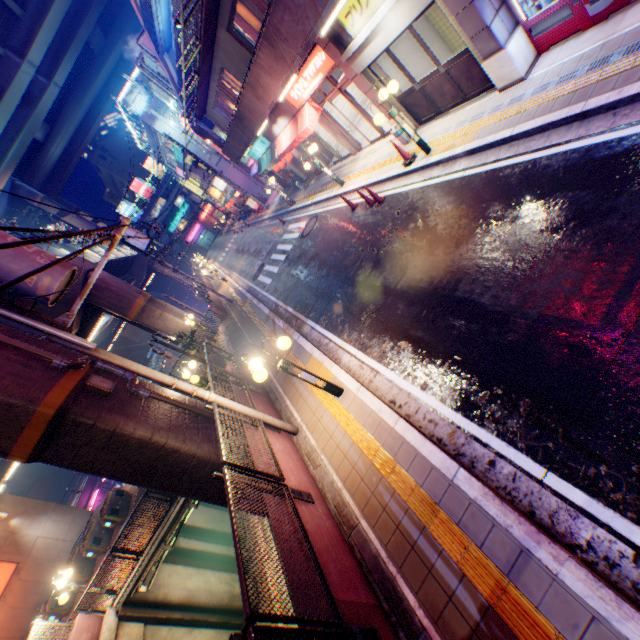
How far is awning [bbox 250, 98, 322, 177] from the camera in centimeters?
1312cm

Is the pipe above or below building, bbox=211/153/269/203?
above

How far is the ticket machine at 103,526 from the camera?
16.05m

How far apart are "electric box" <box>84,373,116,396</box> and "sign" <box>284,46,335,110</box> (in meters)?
11.47

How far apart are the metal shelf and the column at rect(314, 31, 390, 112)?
7.63m

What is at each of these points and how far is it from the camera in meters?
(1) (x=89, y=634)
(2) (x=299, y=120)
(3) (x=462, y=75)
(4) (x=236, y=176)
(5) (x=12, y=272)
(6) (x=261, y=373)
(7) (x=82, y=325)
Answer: (1) concrete block, 11.2 m
(2) awning, 14.0 m
(3) door, 8.3 m
(4) building, 32.3 m
(5) electric pole, 5.0 m
(6) street lamp, 6.1 m
(7) overpass support, 19.2 m

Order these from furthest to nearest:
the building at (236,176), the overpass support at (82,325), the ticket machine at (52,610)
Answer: the building at (236,176)
the overpass support at (82,325)
the ticket machine at (52,610)

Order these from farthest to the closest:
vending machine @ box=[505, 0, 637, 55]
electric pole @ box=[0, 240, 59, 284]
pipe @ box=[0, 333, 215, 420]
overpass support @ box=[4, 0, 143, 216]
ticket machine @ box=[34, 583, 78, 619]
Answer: overpass support @ box=[4, 0, 143, 216], ticket machine @ box=[34, 583, 78, 619], pipe @ box=[0, 333, 215, 420], vending machine @ box=[505, 0, 637, 55], electric pole @ box=[0, 240, 59, 284]
